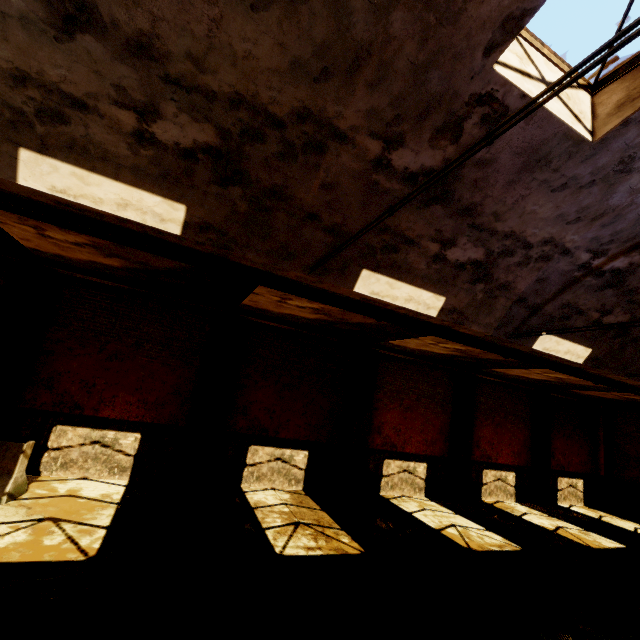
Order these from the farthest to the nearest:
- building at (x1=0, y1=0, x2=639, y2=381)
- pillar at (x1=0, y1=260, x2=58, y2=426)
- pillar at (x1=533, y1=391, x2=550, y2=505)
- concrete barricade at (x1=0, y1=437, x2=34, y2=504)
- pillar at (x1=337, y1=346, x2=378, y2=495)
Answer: pillar at (x1=533, y1=391, x2=550, y2=505) → pillar at (x1=337, y1=346, x2=378, y2=495) → pillar at (x1=0, y1=260, x2=58, y2=426) → concrete barricade at (x1=0, y1=437, x2=34, y2=504) → building at (x1=0, y1=0, x2=639, y2=381)

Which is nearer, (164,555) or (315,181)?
(315,181)

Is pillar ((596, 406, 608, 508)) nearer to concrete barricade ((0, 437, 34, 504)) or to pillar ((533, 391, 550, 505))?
pillar ((533, 391, 550, 505))

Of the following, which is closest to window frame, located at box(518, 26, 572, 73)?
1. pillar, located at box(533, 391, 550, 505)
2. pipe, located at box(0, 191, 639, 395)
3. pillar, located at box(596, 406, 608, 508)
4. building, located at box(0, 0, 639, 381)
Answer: building, located at box(0, 0, 639, 381)

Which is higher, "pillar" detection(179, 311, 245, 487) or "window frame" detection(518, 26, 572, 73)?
"window frame" detection(518, 26, 572, 73)

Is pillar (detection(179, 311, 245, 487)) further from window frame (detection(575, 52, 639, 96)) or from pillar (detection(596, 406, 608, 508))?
pillar (detection(596, 406, 608, 508))

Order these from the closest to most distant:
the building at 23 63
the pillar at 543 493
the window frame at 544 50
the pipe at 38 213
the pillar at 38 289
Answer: the building at 23 63 → the window frame at 544 50 → the pipe at 38 213 → the pillar at 38 289 → the pillar at 543 493

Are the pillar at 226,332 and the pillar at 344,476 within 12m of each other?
yes
